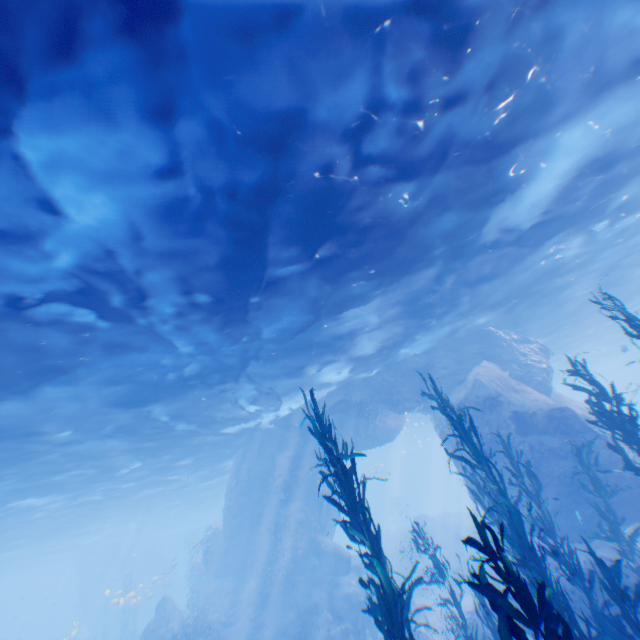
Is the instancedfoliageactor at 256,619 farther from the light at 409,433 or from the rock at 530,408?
the light at 409,433

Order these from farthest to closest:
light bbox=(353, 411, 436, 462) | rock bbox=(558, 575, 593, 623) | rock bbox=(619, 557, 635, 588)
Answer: light bbox=(353, 411, 436, 462) → rock bbox=(558, 575, 593, 623) → rock bbox=(619, 557, 635, 588)

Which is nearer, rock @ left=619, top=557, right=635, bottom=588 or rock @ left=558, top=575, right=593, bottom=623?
rock @ left=619, top=557, right=635, bottom=588

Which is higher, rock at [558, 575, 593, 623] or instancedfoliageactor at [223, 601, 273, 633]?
instancedfoliageactor at [223, 601, 273, 633]

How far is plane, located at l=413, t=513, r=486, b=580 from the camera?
23.2 meters

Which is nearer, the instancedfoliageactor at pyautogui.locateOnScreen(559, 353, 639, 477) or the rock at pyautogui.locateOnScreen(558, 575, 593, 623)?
the instancedfoliageactor at pyautogui.locateOnScreen(559, 353, 639, 477)

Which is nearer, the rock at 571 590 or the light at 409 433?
the rock at 571 590

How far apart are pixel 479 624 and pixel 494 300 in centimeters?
1487cm
